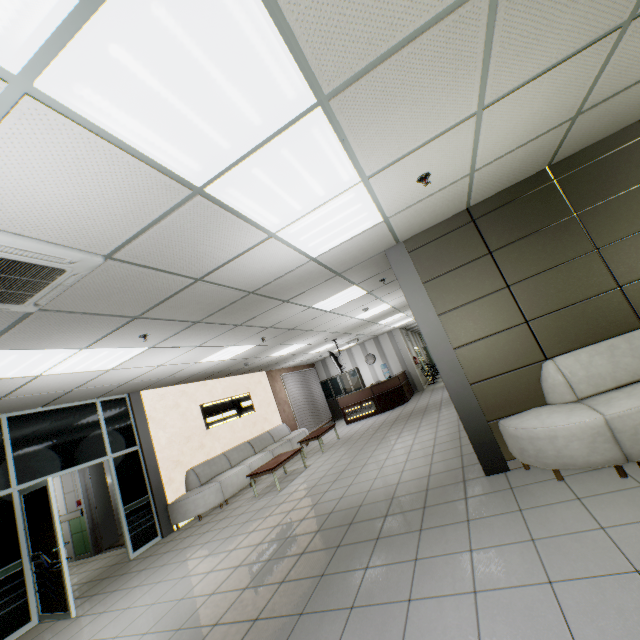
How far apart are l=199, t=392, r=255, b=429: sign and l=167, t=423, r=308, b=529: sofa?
0.8 meters

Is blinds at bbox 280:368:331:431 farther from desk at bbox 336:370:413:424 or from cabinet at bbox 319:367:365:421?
desk at bbox 336:370:413:424

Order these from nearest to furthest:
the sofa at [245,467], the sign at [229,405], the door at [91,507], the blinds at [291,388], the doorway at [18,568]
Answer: the doorway at [18,568] < the sofa at [245,467] < the door at [91,507] < the sign at [229,405] < the blinds at [291,388]

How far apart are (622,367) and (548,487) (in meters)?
1.52

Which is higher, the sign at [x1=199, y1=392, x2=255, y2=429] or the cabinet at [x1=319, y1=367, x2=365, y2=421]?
the sign at [x1=199, y1=392, x2=255, y2=429]

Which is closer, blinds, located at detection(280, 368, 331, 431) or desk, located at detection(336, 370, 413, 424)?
desk, located at detection(336, 370, 413, 424)

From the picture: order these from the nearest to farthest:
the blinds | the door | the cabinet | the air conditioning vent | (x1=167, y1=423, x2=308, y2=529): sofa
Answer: the air conditioning vent, (x1=167, y1=423, x2=308, y2=529): sofa, the door, the blinds, the cabinet

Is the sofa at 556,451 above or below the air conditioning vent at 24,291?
below
